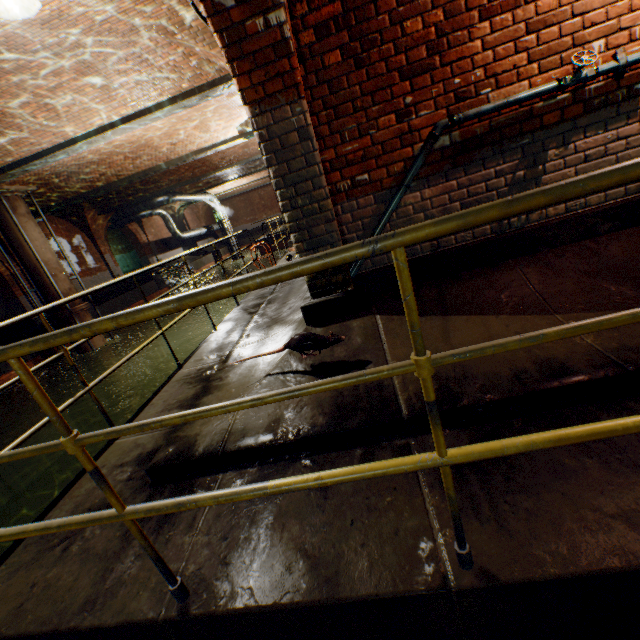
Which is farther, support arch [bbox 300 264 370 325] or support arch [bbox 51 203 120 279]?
support arch [bbox 51 203 120 279]

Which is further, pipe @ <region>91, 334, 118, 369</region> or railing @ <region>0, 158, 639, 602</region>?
pipe @ <region>91, 334, 118, 369</region>

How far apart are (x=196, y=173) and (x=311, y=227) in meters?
16.6

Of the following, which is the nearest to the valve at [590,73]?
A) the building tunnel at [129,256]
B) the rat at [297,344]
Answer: the rat at [297,344]

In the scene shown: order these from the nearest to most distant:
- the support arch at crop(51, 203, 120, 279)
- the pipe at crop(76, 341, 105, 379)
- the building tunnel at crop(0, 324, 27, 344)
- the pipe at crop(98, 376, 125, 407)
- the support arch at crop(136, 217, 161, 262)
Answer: the pipe at crop(76, 341, 105, 379) < the pipe at crop(98, 376, 125, 407) < the building tunnel at crop(0, 324, 27, 344) < the support arch at crop(51, 203, 120, 279) < the support arch at crop(136, 217, 161, 262)

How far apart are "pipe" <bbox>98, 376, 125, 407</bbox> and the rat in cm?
1241

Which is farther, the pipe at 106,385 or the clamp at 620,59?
the pipe at 106,385

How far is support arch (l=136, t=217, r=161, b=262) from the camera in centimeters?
2291cm
